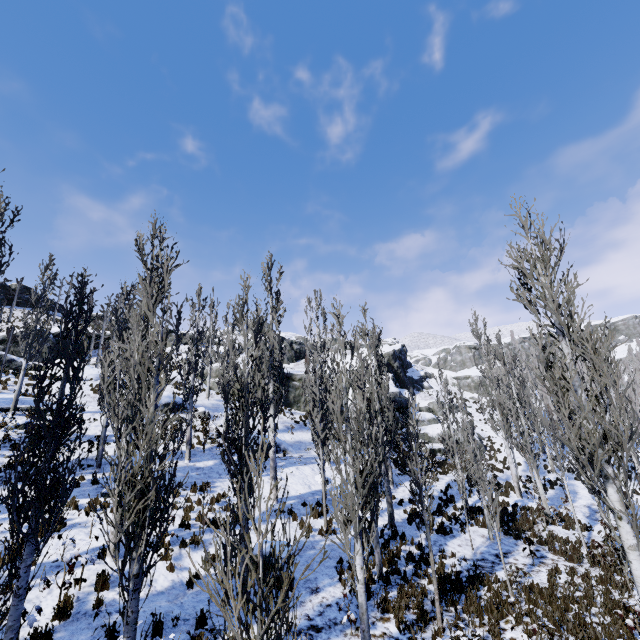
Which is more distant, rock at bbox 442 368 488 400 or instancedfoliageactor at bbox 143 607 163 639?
rock at bbox 442 368 488 400

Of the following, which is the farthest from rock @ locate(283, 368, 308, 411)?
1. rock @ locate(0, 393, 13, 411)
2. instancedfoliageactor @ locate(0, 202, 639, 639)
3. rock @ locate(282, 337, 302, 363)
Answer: rock @ locate(0, 393, 13, 411)

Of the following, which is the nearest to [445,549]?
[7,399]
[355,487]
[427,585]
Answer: [427,585]

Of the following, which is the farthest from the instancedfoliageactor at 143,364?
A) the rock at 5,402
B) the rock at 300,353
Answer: the rock at 300,353

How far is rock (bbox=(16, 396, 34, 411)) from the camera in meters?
17.8 m

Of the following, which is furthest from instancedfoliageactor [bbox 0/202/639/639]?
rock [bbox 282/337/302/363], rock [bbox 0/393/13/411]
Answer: rock [bbox 282/337/302/363]

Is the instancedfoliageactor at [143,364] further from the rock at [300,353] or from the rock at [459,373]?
the rock at [300,353]

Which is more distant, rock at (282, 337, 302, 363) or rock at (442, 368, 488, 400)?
rock at (282, 337, 302, 363)
